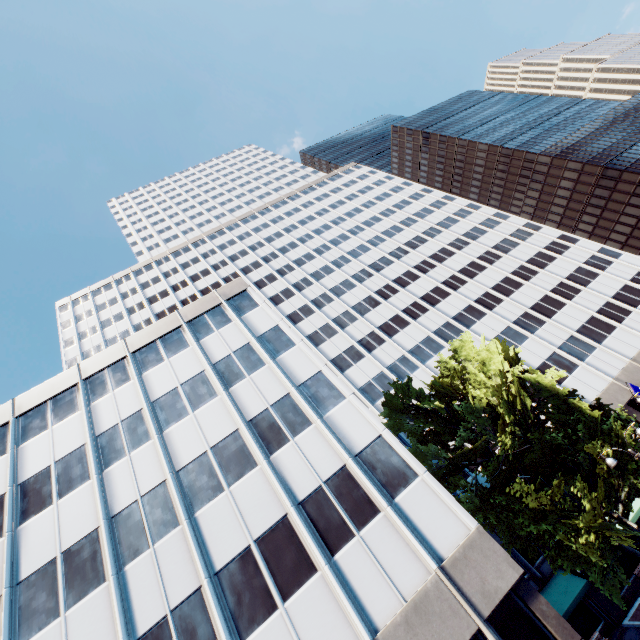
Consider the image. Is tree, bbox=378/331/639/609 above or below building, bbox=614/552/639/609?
above

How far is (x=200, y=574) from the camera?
14.1m

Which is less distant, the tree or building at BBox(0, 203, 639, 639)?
building at BBox(0, 203, 639, 639)

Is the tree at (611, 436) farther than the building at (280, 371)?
Yes

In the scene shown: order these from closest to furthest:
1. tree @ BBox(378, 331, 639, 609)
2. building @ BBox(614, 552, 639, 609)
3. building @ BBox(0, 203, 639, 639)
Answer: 1. building @ BBox(0, 203, 639, 639)
2. tree @ BBox(378, 331, 639, 609)
3. building @ BBox(614, 552, 639, 609)

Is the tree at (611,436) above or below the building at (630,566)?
above

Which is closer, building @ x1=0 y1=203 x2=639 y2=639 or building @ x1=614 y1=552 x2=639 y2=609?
building @ x1=0 y1=203 x2=639 y2=639
